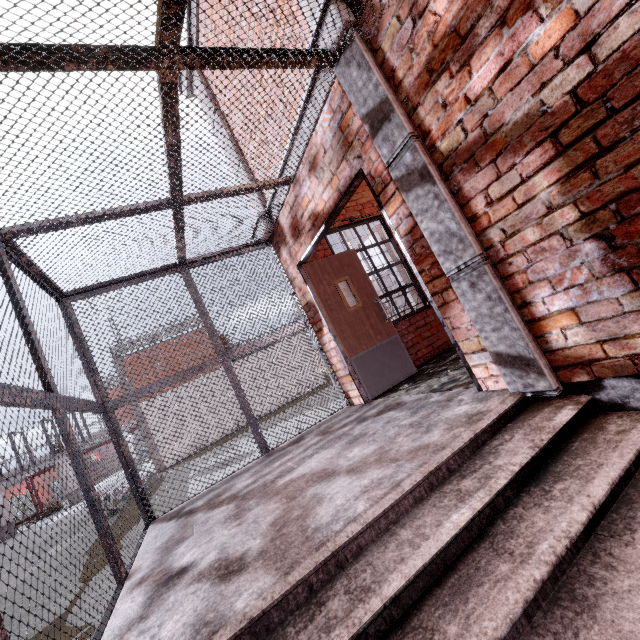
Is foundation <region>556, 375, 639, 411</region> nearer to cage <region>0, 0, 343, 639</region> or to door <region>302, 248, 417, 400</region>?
cage <region>0, 0, 343, 639</region>

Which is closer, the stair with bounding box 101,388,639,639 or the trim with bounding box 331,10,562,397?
the stair with bounding box 101,388,639,639

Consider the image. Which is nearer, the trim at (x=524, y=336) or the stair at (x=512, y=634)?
the stair at (x=512, y=634)

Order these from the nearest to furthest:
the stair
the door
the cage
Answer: the stair → the cage → the door

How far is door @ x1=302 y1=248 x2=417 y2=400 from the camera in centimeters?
461cm

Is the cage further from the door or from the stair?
the door

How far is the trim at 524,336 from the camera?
2.2m

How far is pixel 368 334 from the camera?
4.8 meters
